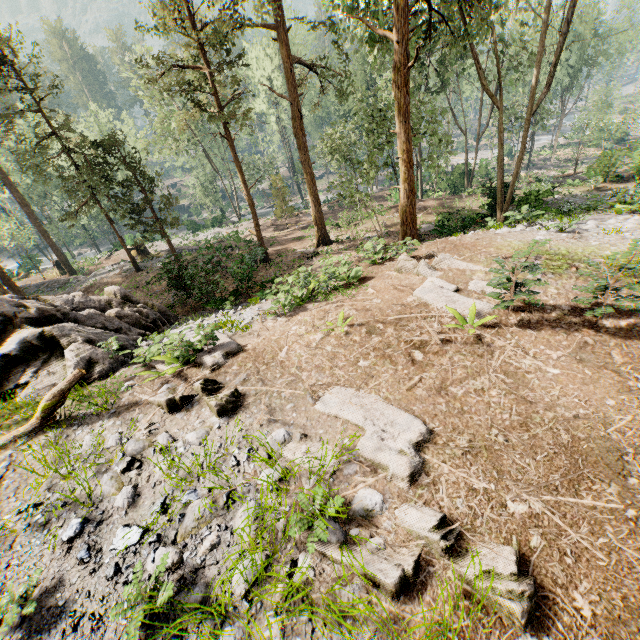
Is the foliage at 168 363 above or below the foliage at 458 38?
below

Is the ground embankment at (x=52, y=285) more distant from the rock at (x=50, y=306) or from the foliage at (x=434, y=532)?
the rock at (x=50, y=306)

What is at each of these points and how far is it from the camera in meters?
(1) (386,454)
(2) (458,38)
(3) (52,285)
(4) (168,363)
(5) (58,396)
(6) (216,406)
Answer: (1) foliage, 4.7 m
(2) foliage, 16.9 m
(3) ground embankment, 30.4 m
(4) foliage, 7.9 m
(5) foliage, 6.3 m
(6) foliage, 5.9 m

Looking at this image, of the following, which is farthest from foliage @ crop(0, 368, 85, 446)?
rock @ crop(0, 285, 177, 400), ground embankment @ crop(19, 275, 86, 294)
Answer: rock @ crop(0, 285, 177, 400)

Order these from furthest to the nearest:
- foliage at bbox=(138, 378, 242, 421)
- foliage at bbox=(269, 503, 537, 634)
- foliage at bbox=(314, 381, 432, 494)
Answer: foliage at bbox=(138, 378, 242, 421)
foliage at bbox=(314, 381, 432, 494)
foliage at bbox=(269, 503, 537, 634)

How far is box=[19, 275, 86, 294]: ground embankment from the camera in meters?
28.2 m

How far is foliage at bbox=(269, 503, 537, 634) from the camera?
3.1m
